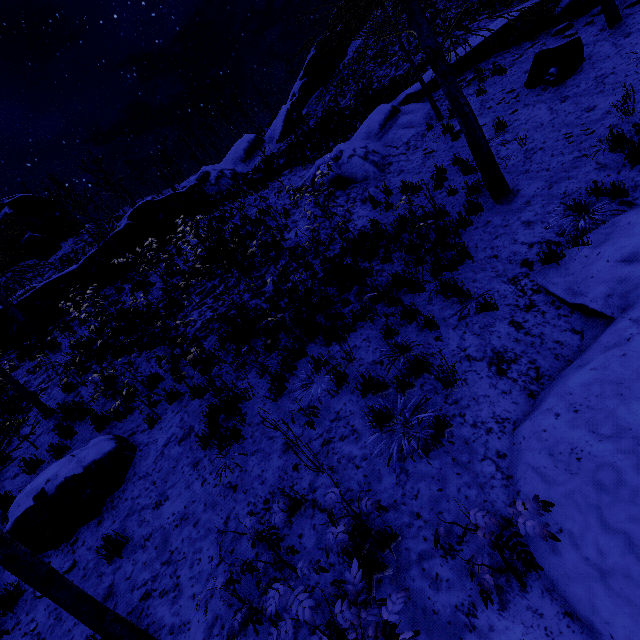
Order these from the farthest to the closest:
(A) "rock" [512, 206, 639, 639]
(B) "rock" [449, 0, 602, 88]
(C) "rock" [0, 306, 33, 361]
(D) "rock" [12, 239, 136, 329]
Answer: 1. (D) "rock" [12, 239, 136, 329]
2. (C) "rock" [0, 306, 33, 361]
3. (B) "rock" [449, 0, 602, 88]
4. (A) "rock" [512, 206, 639, 639]

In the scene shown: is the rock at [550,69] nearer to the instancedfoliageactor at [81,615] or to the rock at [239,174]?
the instancedfoliageactor at [81,615]

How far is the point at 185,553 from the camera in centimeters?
439cm

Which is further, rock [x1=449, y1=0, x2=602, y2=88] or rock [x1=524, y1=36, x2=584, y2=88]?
rock [x1=449, y1=0, x2=602, y2=88]

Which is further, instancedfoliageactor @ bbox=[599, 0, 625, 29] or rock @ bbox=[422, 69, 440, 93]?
rock @ bbox=[422, 69, 440, 93]

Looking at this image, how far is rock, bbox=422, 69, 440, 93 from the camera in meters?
12.9

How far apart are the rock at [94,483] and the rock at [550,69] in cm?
1375

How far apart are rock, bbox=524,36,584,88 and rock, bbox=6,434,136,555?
13.7 meters
